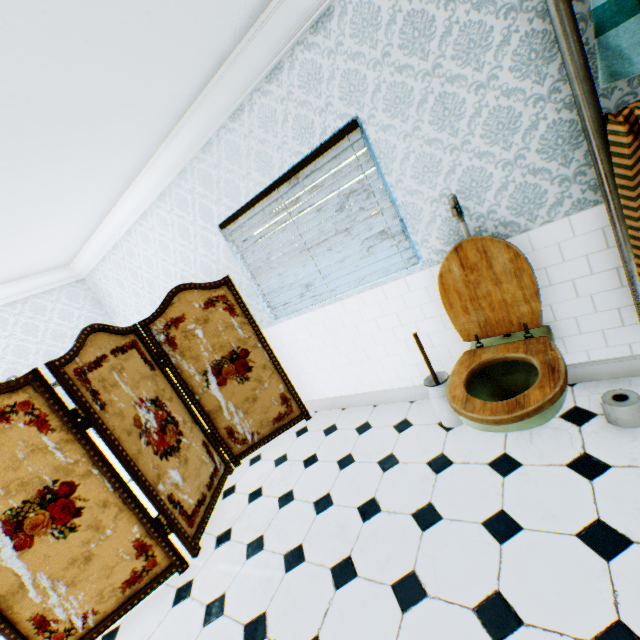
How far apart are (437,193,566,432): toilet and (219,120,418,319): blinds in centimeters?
30cm

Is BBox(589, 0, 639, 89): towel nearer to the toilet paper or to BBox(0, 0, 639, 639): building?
BBox(0, 0, 639, 639): building

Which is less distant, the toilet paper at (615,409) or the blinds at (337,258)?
the toilet paper at (615,409)

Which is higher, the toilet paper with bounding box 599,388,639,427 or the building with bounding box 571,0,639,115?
the building with bounding box 571,0,639,115

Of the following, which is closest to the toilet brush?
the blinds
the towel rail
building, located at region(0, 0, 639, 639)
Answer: building, located at region(0, 0, 639, 639)

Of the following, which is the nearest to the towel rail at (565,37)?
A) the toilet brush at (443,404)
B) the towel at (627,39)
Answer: the towel at (627,39)

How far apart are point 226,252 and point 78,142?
1.43m

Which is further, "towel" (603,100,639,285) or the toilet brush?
the toilet brush
